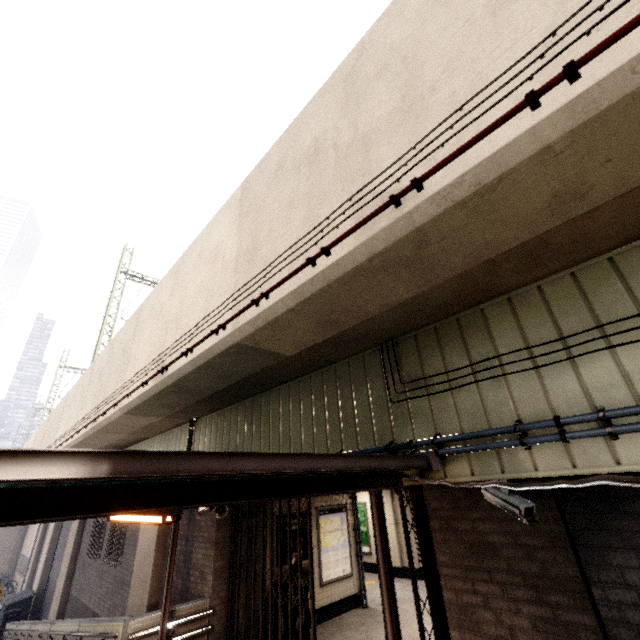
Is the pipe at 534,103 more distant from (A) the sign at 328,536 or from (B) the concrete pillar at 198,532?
(A) the sign at 328,536

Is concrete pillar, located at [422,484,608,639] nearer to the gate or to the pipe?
the gate

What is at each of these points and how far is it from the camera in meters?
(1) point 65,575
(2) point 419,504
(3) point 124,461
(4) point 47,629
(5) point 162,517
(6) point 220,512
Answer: (1) concrete pillar, 13.6
(2) gate, 4.3
(3) exterior awning, 1.6
(4) ramp, 9.0
(5) fluorescent light, 3.3
(6) loudspeaker, 6.9

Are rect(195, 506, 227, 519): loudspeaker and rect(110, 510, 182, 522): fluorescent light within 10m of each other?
yes

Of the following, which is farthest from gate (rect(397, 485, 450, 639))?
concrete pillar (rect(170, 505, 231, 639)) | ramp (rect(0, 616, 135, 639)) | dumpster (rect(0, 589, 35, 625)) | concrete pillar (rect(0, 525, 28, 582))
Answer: concrete pillar (rect(0, 525, 28, 582))

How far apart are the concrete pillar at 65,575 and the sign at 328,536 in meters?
12.5 m

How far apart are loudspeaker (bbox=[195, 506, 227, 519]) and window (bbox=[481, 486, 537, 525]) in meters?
5.6 m

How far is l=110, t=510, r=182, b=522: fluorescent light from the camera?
3.3 meters
